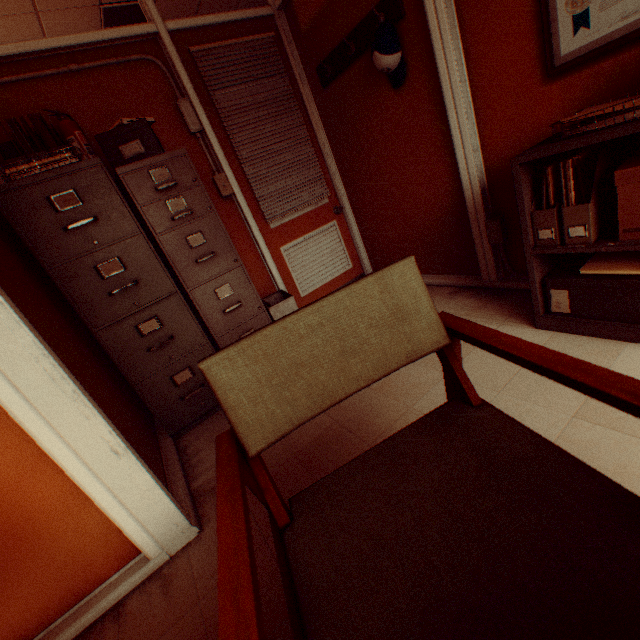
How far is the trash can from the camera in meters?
2.9

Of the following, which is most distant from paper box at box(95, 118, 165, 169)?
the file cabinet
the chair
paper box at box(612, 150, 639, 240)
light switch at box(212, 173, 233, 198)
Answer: paper box at box(612, 150, 639, 240)

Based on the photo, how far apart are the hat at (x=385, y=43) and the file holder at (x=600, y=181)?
1.37m

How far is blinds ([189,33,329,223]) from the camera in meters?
2.9

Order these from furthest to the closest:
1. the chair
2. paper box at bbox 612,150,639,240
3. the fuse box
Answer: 1. the fuse box
2. paper box at bbox 612,150,639,240
3. the chair

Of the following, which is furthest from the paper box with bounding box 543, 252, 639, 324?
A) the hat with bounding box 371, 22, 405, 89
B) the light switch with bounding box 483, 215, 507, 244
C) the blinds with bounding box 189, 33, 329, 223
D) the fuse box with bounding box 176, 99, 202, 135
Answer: the fuse box with bounding box 176, 99, 202, 135

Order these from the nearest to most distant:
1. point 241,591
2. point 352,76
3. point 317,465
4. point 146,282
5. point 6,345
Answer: point 241,591 → point 6,345 → point 317,465 → point 146,282 → point 352,76

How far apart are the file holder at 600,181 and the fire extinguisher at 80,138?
3.0m
